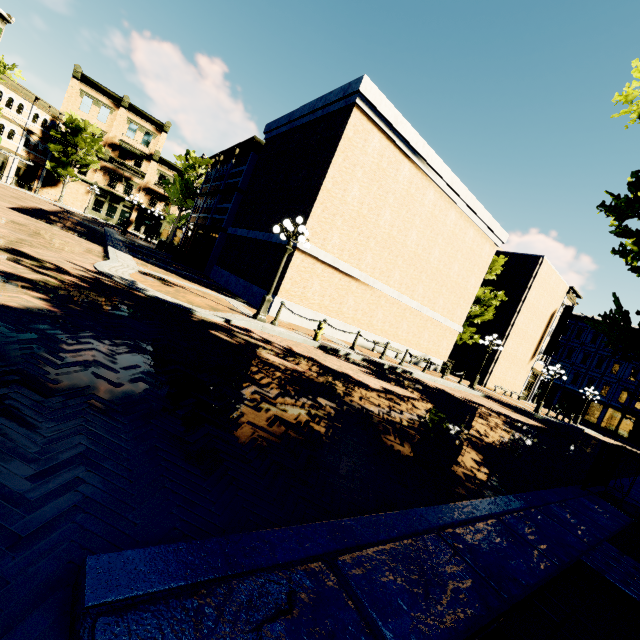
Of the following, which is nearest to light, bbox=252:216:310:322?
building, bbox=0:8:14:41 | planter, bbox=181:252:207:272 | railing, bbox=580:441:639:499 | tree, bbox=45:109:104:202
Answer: tree, bbox=45:109:104:202

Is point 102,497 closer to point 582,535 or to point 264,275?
point 582,535

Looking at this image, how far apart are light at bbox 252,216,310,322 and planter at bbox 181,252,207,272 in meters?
12.3

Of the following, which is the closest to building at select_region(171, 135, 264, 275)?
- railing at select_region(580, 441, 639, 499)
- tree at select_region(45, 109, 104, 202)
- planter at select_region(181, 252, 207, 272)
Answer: tree at select_region(45, 109, 104, 202)

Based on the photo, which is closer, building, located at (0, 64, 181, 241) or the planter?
the planter

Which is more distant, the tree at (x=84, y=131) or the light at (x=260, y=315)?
the tree at (x=84, y=131)

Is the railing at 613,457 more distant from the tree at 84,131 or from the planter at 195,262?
the planter at 195,262
